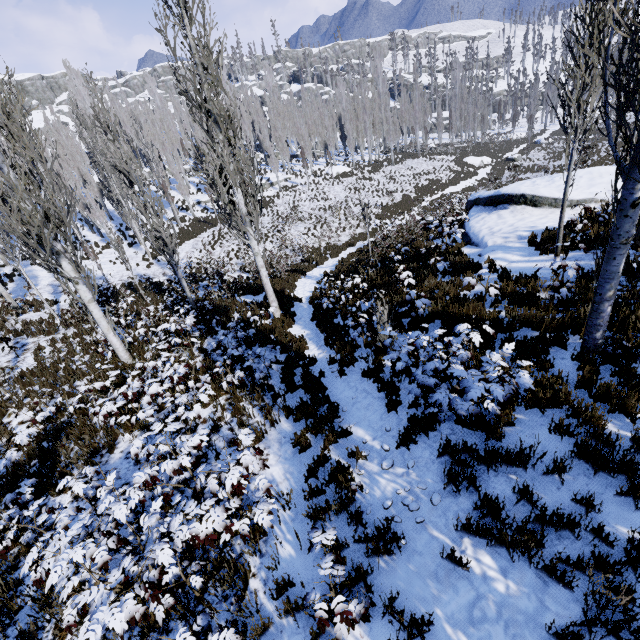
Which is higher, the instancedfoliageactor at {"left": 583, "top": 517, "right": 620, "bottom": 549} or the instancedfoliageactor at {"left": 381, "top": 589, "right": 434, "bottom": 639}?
the instancedfoliageactor at {"left": 583, "top": 517, "right": 620, "bottom": 549}

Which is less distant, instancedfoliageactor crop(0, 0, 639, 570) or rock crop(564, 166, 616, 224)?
instancedfoliageactor crop(0, 0, 639, 570)

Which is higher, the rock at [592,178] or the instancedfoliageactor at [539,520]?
the rock at [592,178]

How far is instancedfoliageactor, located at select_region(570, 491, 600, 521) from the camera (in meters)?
3.51

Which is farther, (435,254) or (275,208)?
(275,208)

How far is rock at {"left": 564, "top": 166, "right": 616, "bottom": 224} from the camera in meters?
12.0

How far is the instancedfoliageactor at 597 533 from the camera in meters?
3.3
